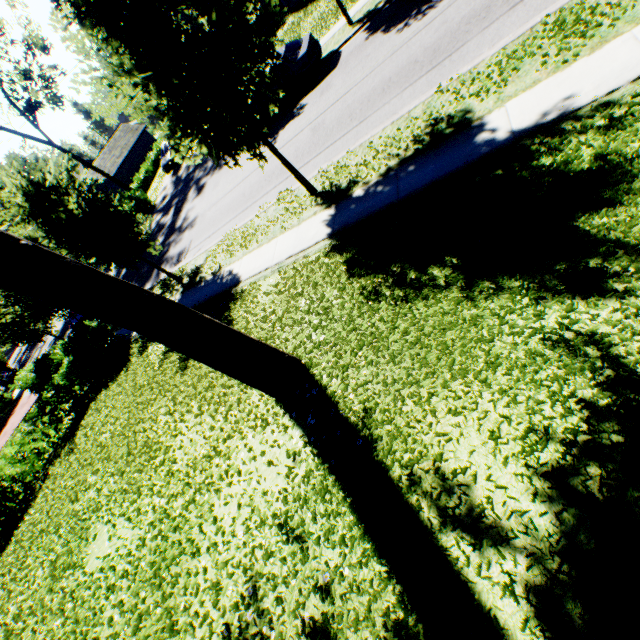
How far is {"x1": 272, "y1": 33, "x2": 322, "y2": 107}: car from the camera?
14.0 meters

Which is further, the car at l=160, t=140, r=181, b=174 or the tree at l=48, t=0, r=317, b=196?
the car at l=160, t=140, r=181, b=174

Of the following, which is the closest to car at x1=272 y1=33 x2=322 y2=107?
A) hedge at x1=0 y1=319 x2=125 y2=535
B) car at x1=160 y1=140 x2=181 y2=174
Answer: hedge at x1=0 y1=319 x2=125 y2=535

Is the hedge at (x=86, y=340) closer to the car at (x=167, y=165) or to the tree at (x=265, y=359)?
the tree at (x=265, y=359)

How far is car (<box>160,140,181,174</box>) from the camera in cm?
2808

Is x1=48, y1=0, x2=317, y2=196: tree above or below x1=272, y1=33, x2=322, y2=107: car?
above

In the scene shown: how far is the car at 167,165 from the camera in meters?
28.1

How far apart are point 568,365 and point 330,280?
4.6m
